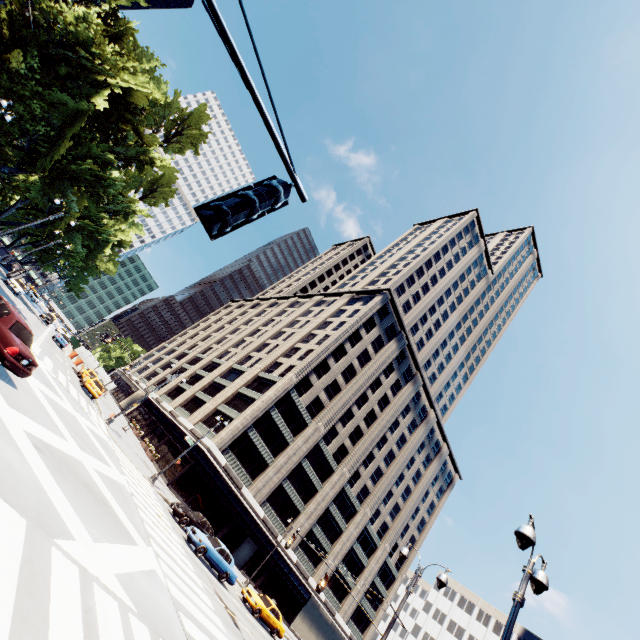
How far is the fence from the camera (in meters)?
47.16

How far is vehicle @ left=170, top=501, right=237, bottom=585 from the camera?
21.0m

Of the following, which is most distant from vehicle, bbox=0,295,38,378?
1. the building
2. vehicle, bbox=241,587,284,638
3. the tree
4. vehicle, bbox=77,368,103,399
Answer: the building

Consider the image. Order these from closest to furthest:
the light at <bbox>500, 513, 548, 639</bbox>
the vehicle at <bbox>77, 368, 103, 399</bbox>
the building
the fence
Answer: the light at <bbox>500, 513, 548, 639</bbox>
the vehicle at <bbox>77, 368, 103, 399</bbox>
the building
the fence

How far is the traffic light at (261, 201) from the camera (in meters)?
2.55

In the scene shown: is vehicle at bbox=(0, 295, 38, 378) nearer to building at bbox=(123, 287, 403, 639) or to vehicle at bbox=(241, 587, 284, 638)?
vehicle at bbox=(241, 587, 284, 638)

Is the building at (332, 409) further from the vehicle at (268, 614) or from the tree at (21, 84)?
the vehicle at (268, 614)

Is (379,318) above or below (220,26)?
above
